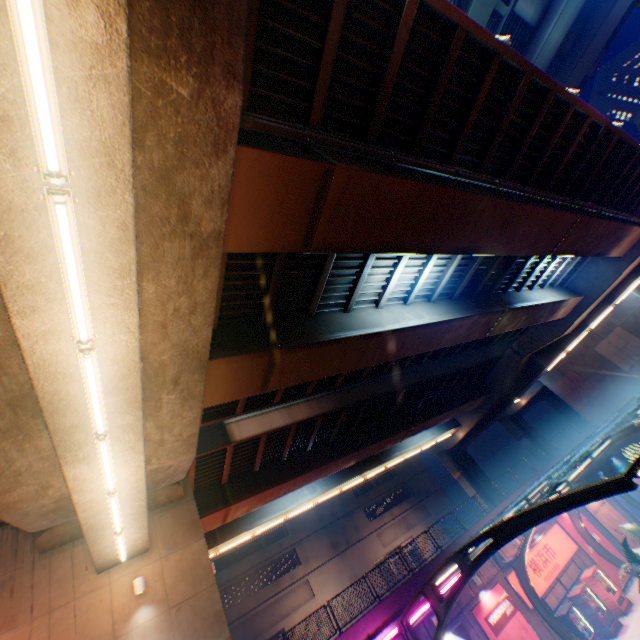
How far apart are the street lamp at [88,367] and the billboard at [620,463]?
37.43m

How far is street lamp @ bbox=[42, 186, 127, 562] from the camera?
3.7m

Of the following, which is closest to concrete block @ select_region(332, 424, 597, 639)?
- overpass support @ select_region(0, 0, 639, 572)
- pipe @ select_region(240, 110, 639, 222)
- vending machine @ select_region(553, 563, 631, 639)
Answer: vending machine @ select_region(553, 563, 631, 639)

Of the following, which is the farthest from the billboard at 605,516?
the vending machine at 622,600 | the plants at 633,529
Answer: the plants at 633,529

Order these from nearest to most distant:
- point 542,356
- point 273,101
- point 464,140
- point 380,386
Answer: point 273,101 → point 464,140 → point 380,386 → point 542,356

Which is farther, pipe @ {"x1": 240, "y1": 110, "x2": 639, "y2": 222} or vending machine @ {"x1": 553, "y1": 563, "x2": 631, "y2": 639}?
vending machine @ {"x1": 553, "y1": 563, "x2": 631, "y2": 639}

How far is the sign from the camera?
18.4 meters

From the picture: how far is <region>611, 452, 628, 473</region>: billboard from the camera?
28.0m
